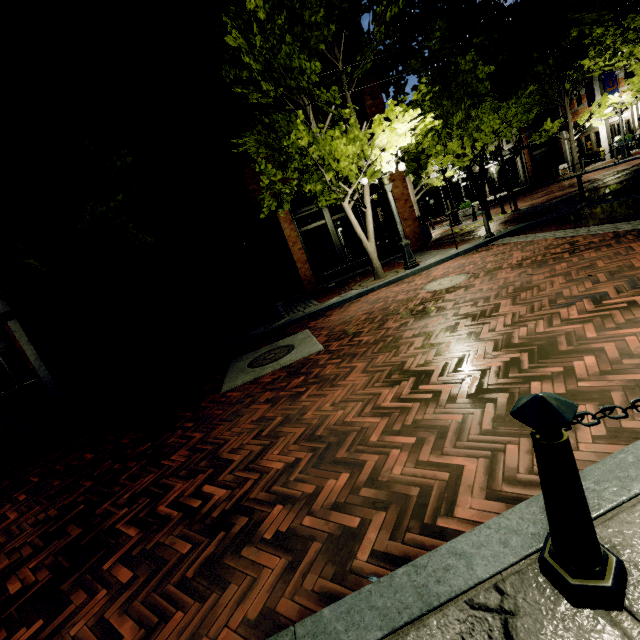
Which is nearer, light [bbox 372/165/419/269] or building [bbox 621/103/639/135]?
light [bbox 372/165/419/269]

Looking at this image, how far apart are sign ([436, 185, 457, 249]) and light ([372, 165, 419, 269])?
1.2m

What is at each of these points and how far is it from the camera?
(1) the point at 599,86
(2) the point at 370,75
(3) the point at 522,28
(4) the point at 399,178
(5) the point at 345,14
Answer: (1) building, 22.0 meters
(2) building, 12.9 meters
(3) building, 27.4 meters
(4) building, 13.7 meters
(5) tree, 8.1 meters

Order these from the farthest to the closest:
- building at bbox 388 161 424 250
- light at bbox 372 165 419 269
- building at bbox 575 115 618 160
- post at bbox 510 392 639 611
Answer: building at bbox 575 115 618 160 → building at bbox 388 161 424 250 → light at bbox 372 165 419 269 → post at bbox 510 392 639 611

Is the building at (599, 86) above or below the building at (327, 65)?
below

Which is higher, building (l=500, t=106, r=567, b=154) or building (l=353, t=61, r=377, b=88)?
building (l=353, t=61, r=377, b=88)

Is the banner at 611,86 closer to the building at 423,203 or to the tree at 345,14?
the building at 423,203

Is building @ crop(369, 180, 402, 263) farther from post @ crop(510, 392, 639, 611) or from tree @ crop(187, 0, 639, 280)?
post @ crop(510, 392, 639, 611)
